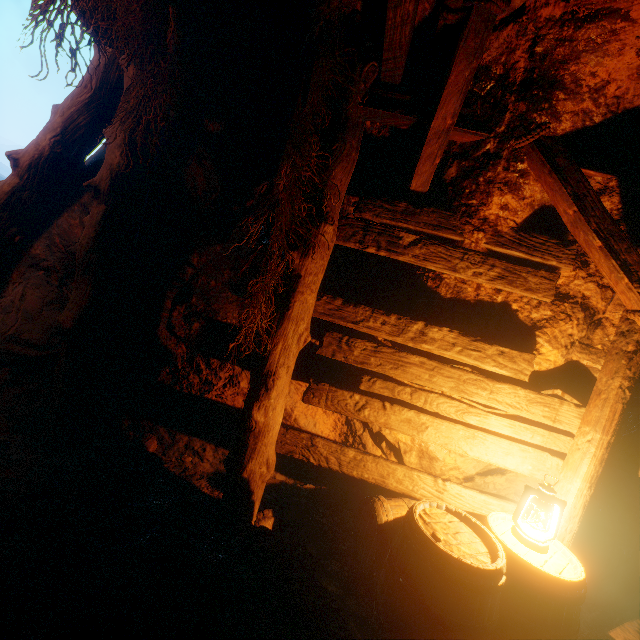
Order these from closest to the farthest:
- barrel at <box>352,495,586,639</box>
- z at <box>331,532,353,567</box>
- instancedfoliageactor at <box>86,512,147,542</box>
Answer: barrel at <box>352,495,586,639</box> → instancedfoliageactor at <box>86,512,147,542</box> → z at <box>331,532,353,567</box>

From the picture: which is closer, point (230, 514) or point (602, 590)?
point (230, 514)

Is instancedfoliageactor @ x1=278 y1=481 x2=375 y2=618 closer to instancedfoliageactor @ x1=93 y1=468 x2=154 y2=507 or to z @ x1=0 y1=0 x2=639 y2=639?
z @ x1=0 y1=0 x2=639 y2=639

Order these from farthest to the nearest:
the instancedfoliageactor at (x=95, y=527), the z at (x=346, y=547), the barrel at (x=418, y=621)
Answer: the z at (x=346, y=547)
the instancedfoliageactor at (x=95, y=527)
the barrel at (x=418, y=621)

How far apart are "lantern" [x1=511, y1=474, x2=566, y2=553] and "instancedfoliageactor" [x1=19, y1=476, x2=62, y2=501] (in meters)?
3.63

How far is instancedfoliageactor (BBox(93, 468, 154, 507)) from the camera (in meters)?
2.71

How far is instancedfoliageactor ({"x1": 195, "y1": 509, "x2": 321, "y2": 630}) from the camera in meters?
2.2 m

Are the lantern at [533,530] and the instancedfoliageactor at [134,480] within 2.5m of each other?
no
